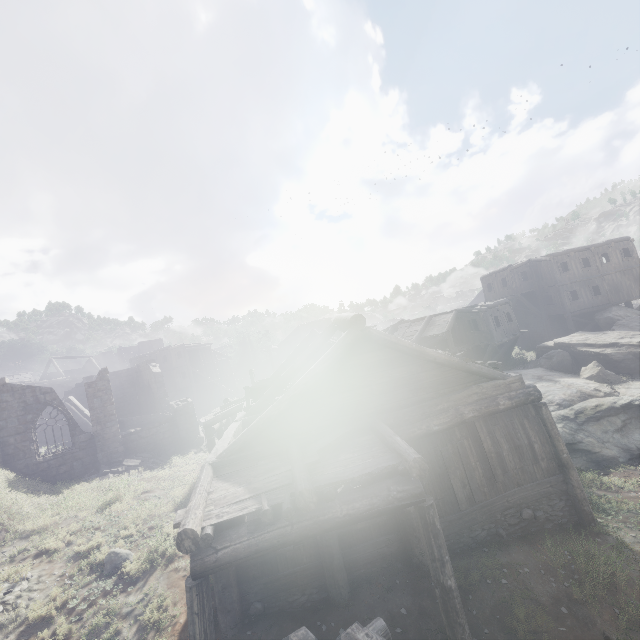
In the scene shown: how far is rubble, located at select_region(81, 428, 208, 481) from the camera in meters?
18.4

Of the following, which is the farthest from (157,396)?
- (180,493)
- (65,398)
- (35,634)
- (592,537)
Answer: (592,537)

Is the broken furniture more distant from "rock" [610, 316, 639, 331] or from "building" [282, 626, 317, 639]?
"rock" [610, 316, 639, 331]

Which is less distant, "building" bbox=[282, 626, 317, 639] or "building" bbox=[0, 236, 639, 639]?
"building" bbox=[282, 626, 317, 639]

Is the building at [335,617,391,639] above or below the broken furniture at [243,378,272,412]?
below

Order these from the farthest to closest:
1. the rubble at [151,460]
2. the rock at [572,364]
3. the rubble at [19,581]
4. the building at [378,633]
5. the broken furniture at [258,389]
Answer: the rubble at [151,460] → the broken furniture at [258,389] → the rock at [572,364] → the rubble at [19,581] → the building at [378,633]

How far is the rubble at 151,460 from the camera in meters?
18.4 m

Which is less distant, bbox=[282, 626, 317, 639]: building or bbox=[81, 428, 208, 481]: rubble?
bbox=[282, 626, 317, 639]: building
